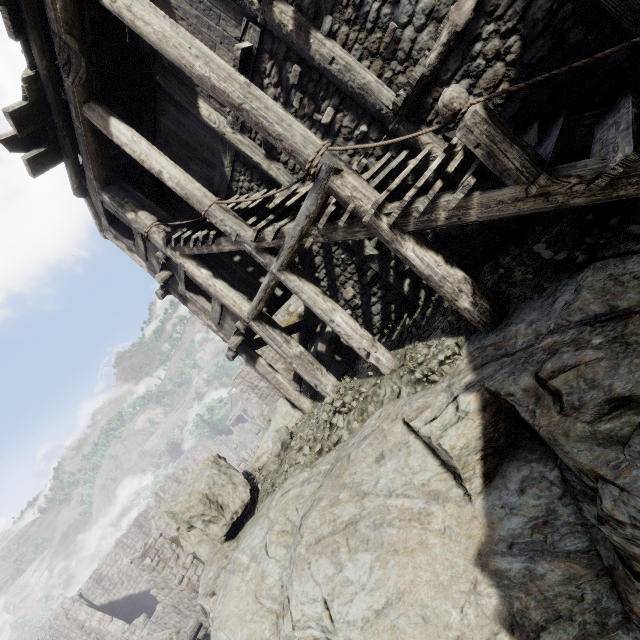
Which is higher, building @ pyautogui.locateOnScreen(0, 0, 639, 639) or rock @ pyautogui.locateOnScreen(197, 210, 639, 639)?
building @ pyautogui.locateOnScreen(0, 0, 639, 639)

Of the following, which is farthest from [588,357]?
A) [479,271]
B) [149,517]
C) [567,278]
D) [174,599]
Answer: [149,517]

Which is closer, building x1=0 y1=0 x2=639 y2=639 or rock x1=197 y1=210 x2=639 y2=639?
rock x1=197 y1=210 x2=639 y2=639

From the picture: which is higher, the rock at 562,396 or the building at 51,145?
the building at 51,145

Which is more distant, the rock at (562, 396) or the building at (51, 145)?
the building at (51, 145)
